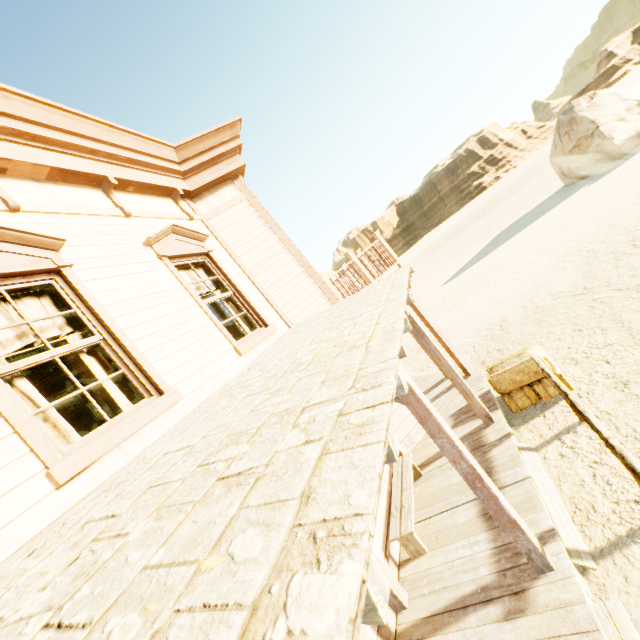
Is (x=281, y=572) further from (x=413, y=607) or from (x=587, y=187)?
(x=587, y=187)

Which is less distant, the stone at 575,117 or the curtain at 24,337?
the curtain at 24,337

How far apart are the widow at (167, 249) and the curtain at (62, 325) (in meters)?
1.36

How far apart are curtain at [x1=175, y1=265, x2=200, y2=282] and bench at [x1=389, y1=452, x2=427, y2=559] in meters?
3.4 m

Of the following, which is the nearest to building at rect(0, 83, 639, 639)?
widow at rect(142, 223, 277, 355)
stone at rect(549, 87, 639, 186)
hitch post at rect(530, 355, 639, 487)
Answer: widow at rect(142, 223, 277, 355)

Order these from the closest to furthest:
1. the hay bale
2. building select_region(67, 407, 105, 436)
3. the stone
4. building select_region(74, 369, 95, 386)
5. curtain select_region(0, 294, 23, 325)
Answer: curtain select_region(0, 294, 23, 325) < the hay bale < building select_region(74, 369, 95, 386) < building select_region(67, 407, 105, 436) < the stone

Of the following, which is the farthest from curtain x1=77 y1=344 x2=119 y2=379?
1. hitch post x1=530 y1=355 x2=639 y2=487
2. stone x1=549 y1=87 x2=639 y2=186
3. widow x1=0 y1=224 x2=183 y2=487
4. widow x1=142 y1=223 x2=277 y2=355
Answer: stone x1=549 y1=87 x2=639 y2=186

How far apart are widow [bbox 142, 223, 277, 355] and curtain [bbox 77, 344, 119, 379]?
1.4m
